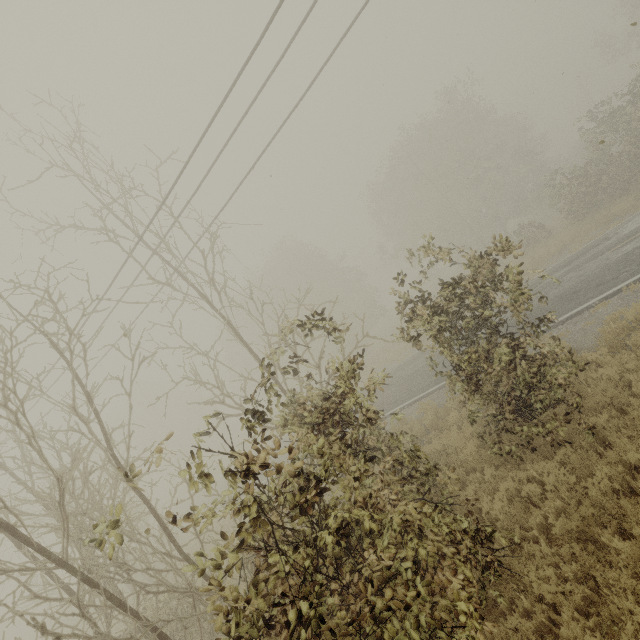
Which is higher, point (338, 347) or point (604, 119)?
point (604, 119)
